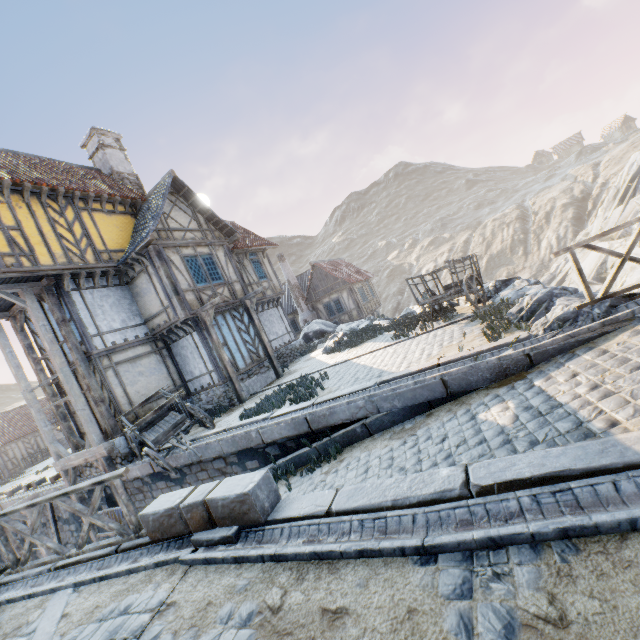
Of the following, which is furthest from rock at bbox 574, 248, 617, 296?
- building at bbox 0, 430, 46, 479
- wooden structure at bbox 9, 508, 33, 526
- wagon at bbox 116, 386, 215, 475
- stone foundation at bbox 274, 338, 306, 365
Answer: building at bbox 0, 430, 46, 479

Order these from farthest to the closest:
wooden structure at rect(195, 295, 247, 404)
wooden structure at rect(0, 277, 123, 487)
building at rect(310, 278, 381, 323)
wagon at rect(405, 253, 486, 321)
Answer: building at rect(310, 278, 381, 323) < wooden structure at rect(195, 295, 247, 404) < wooden structure at rect(0, 277, 123, 487) < wagon at rect(405, 253, 486, 321)

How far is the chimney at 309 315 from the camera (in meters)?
27.69

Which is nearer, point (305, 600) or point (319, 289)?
point (305, 600)

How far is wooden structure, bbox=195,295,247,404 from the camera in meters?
12.3 m

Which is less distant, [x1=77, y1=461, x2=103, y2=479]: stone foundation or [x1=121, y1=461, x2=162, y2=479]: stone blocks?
[x1=121, y1=461, x2=162, y2=479]: stone blocks

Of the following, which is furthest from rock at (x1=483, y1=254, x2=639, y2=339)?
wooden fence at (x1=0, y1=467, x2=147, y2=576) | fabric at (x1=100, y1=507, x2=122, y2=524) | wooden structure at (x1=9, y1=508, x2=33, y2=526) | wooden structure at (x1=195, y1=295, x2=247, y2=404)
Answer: wooden structure at (x1=9, y1=508, x2=33, y2=526)

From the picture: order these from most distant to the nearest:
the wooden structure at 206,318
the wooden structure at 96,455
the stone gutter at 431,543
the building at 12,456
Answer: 1. the building at 12,456
2. the wooden structure at 206,318
3. the wooden structure at 96,455
4. the stone gutter at 431,543
